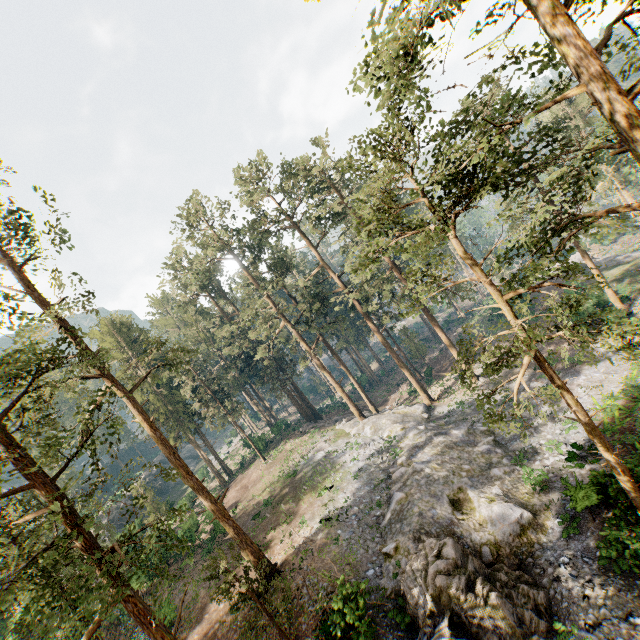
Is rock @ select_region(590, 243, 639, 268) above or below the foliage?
below

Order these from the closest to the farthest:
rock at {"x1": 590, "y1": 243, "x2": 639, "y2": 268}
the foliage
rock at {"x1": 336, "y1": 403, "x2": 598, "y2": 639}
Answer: the foliage → rock at {"x1": 336, "y1": 403, "x2": 598, "y2": 639} → rock at {"x1": 590, "y1": 243, "x2": 639, "y2": 268}

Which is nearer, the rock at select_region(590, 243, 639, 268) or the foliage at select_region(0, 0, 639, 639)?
the foliage at select_region(0, 0, 639, 639)

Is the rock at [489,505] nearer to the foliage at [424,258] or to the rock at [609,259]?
the foliage at [424,258]

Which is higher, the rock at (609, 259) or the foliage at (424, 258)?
the foliage at (424, 258)

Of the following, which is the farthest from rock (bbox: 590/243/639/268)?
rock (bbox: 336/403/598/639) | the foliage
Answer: rock (bbox: 336/403/598/639)

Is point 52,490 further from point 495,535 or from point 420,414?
point 420,414

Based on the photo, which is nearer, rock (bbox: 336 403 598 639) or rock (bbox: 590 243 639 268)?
rock (bbox: 336 403 598 639)
